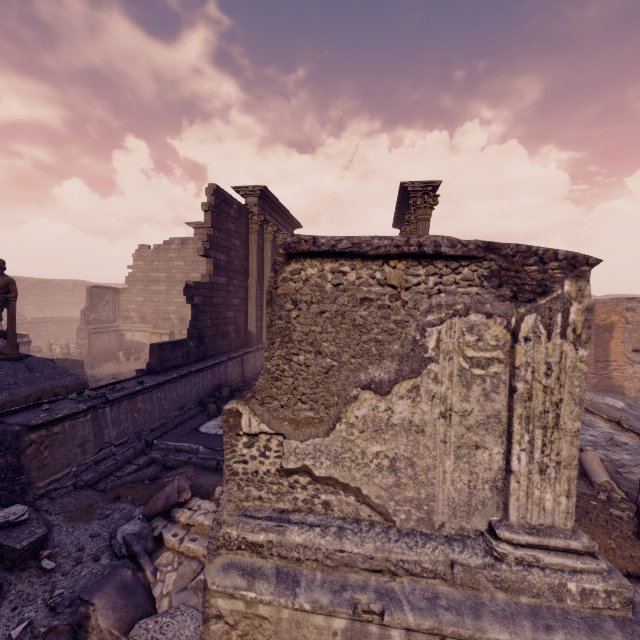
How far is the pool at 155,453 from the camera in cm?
634

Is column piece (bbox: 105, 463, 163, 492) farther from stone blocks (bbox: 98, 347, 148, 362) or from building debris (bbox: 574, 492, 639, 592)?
stone blocks (bbox: 98, 347, 148, 362)

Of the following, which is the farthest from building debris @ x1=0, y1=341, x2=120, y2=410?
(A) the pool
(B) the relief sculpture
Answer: (B) the relief sculpture

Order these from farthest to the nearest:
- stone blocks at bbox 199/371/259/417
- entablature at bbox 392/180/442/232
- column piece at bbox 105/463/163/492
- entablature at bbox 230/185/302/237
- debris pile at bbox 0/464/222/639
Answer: entablature at bbox 230/185/302/237 → entablature at bbox 392/180/442/232 → stone blocks at bbox 199/371/259/417 → column piece at bbox 105/463/163/492 → debris pile at bbox 0/464/222/639

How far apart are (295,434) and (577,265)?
2.33m

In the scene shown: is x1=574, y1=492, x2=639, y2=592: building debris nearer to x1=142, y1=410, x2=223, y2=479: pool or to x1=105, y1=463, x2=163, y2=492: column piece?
x1=142, y1=410, x2=223, y2=479: pool

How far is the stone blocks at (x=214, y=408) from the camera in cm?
829

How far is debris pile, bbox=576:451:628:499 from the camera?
6.0m
